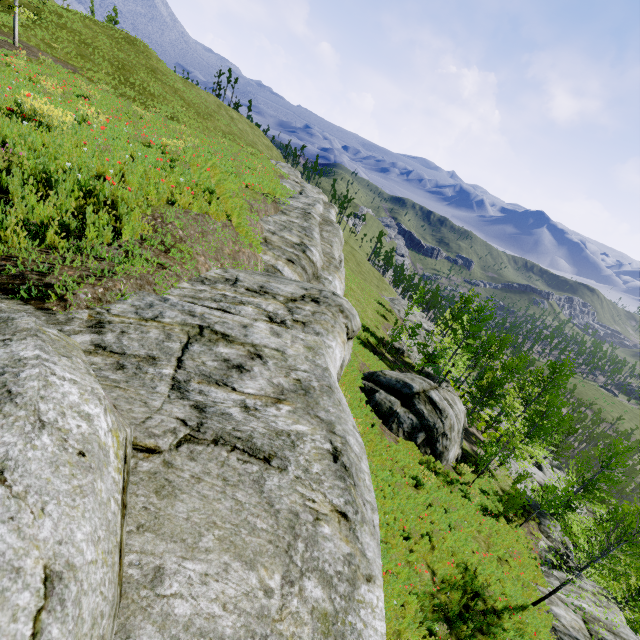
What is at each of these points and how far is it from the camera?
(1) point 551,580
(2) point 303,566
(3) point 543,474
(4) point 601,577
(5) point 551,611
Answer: (1) rock, 17.3 meters
(2) rock, 1.8 meters
(3) rock, 31.6 meters
(4) instancedfoliageactor, 9.8 meters
(5) rock, 12.6 meters

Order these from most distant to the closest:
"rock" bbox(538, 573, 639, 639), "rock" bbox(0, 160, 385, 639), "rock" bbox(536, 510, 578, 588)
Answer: "rock" bbox(536, 510, 578, 588) < "rock" bbox(538, 573, 639, 639) < "rock" bbox(0, 160, 385, 639)

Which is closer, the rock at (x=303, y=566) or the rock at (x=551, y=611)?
the rock at (x=303, y=566)

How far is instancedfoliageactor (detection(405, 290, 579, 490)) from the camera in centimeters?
2286cm

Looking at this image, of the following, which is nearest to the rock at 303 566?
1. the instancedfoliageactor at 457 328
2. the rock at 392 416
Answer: the instancedfoliageactor at 457 328

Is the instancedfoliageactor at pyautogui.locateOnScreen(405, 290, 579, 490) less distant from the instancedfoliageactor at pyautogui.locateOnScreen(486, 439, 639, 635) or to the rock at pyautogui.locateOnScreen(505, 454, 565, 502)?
the rock at pyautogui.locateOnScreen(505, 454, 565, 502)

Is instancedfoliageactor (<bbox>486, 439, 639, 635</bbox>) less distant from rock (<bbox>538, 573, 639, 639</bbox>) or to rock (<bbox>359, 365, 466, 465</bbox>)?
rock (<bbox>538, 573, 639, 639</bbox>)

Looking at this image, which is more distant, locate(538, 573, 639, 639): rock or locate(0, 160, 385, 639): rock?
locate(538, 573, 639, 639): rock
